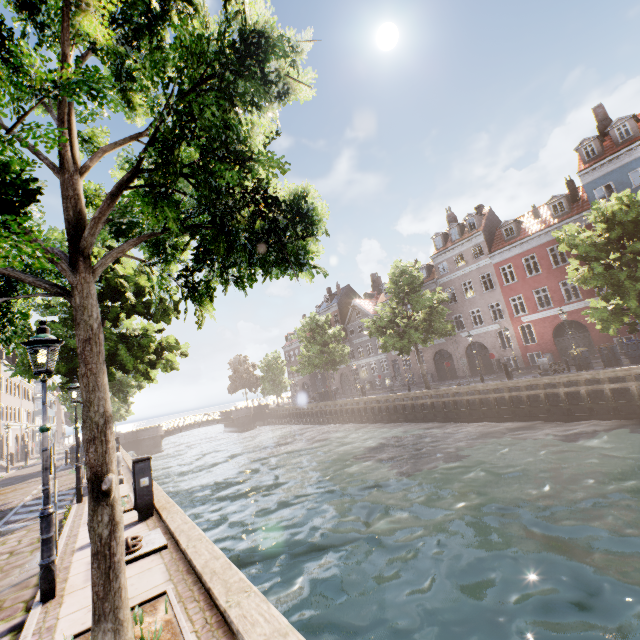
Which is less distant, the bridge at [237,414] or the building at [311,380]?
the bridge at [237,414]

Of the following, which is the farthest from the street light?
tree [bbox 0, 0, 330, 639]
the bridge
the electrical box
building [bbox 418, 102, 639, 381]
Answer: the bridge

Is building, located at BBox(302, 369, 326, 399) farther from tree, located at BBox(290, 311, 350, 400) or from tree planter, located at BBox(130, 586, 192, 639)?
tree planter, located at BBox(130, 586, 192, 639)

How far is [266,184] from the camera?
3.3m

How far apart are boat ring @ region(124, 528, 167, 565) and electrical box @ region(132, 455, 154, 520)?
1.34m

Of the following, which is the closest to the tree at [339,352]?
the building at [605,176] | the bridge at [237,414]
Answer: the bridge at [237,414]

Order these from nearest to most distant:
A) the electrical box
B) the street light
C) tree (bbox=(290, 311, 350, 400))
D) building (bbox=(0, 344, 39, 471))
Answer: the street light → the electrical box → building (bbox=(0, 344, 39, 471)) → tree (bbox=(290, 311, 350, 400))

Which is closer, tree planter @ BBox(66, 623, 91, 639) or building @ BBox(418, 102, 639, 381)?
tree planter @ BBox(66, 623, 91, 639)
